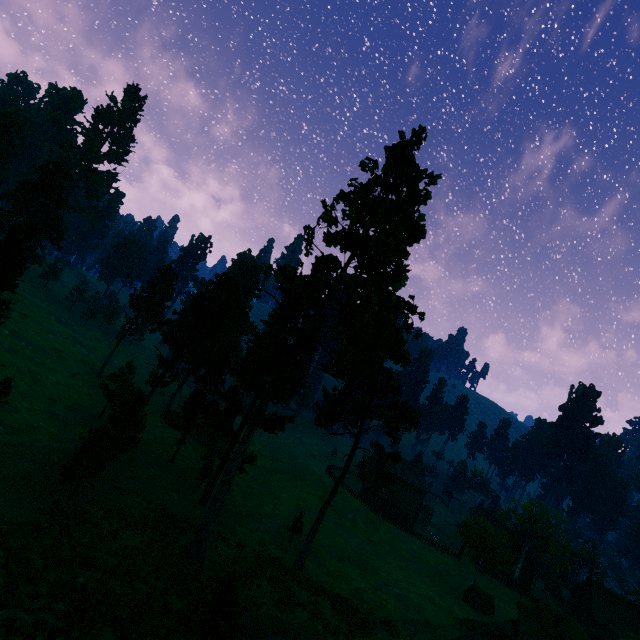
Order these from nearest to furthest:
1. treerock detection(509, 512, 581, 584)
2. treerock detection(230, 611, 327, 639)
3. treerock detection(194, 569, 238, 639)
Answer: treerock detection(194, 569, 238, 639), treerock detection(230, 611, 327, 639), treerock detection(509, 512, 581, 584)

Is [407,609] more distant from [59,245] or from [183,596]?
[59,245]

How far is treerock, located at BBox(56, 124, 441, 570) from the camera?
26.78m

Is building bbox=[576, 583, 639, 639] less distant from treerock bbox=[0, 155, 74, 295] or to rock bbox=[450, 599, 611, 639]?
treerock bbox=[0, 155, 74, 295]

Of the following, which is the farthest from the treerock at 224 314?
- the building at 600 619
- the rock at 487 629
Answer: the rock at 487 629

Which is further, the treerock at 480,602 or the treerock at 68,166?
the treerock at 480,602
